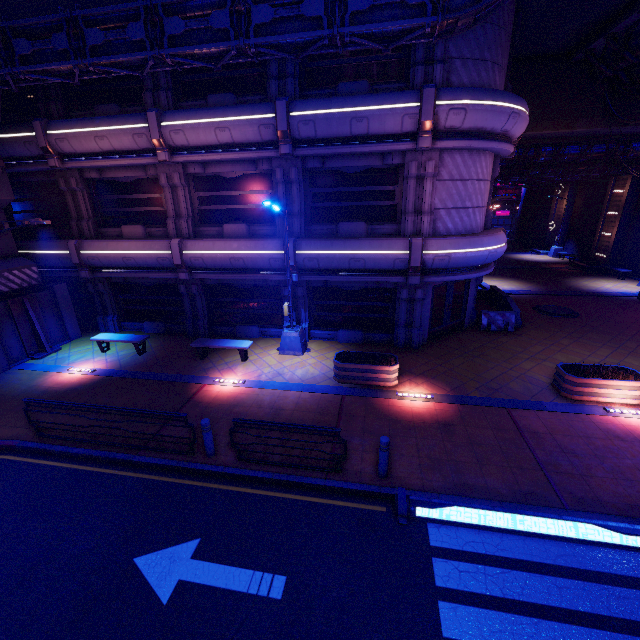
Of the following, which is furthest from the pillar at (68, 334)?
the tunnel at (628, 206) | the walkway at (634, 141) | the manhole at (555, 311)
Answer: the tunnel at (628, 206)

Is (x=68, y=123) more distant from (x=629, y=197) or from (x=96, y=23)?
(x=629, y=197)

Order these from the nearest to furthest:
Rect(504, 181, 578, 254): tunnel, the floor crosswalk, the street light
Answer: the floor crosswalk < the street light < Rect(504, 181, 578, 254): tunnel

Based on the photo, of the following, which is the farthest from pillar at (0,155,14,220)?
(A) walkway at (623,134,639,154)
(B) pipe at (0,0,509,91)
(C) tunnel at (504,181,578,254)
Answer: (C) tunnel at (504,181,578,254)

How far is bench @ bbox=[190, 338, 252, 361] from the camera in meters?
12.8 m

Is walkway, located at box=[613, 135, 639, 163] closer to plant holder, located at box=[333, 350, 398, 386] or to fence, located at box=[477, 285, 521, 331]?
fence, located at box=[477, 285, 521, 331]

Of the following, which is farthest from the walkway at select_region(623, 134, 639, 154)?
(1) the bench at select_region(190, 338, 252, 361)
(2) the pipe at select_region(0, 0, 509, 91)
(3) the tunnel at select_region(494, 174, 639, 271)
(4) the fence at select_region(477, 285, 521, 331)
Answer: (1) the bench at select_region(190, 338, 252, 361)

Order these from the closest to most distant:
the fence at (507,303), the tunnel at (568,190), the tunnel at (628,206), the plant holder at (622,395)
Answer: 1. the plant holder at (622,395)
2. the fence at (507,303)
3. the tunnel at (628,206)
4. the tunnel at (568,190)
